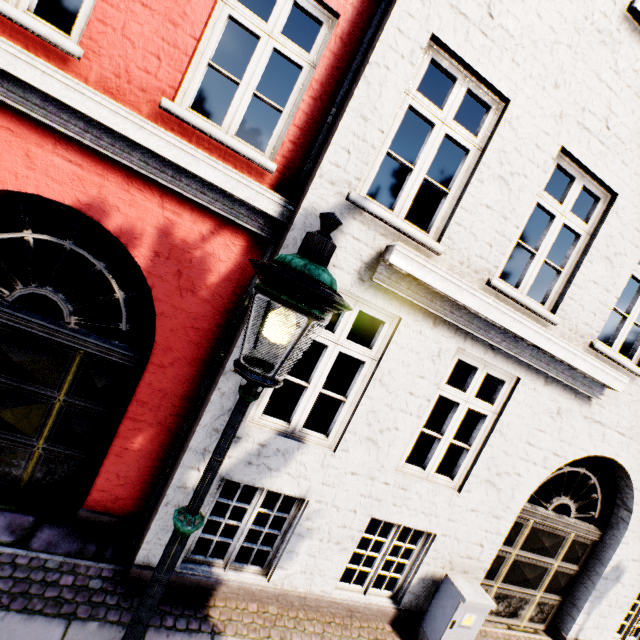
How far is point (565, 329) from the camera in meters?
4.3

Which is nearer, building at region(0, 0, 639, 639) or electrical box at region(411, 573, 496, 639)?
building at region(0, 0, 639, 639)

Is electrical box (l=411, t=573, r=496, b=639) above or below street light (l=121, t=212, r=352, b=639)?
below

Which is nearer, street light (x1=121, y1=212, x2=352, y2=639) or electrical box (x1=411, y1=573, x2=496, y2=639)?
street light (x1=121, y1=212, x2=352, y2=639)

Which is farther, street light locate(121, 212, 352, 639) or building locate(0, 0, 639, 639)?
building locate(0, 0, 639, 639)

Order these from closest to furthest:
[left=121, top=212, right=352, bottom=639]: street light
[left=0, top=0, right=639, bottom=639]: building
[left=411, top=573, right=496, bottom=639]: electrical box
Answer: [left=121, top=212, right=352, bottom=639]: street light, [left=0, top=0, right=639, bottom=639]: building, [left=411, top=573, right=496, bottom=639]: electrical box

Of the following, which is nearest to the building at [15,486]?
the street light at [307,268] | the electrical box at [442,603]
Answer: the street light at [307,268]

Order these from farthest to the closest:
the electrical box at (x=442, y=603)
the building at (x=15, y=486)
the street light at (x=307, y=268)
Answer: the electrical box at (x=442, y=603) < the building at (x=15, y=486) < the street light at (x=307, y=268)
